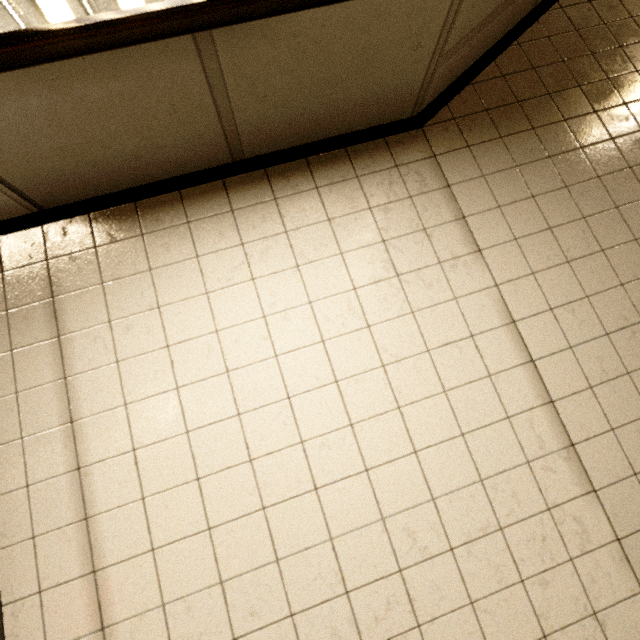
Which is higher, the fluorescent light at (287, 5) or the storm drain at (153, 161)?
the storm drain at (153, 161)

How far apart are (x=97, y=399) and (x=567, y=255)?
A: 1.7m

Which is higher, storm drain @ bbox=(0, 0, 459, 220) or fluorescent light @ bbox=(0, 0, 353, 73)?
storm drain @ bbox=(0, 0, 459, 220)
